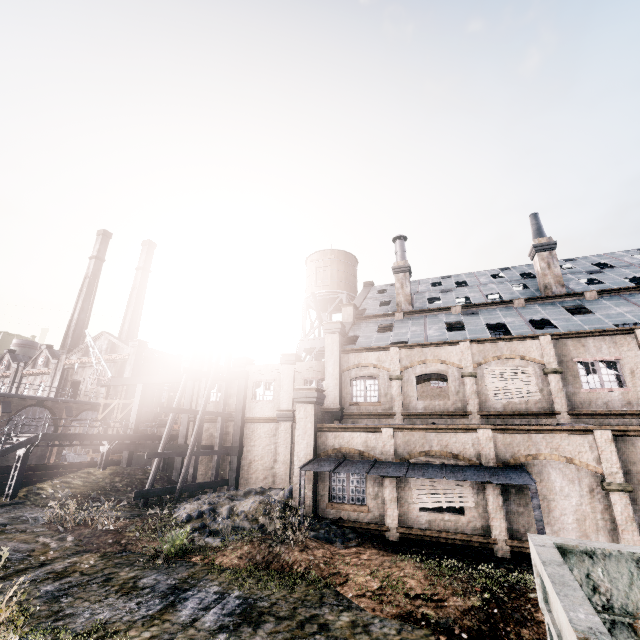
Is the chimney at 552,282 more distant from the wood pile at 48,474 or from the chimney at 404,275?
the wood pile at 48,474

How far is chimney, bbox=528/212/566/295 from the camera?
24.5 meters

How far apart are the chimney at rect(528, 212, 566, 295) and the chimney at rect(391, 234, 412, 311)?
9.5 meters

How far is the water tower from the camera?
38.0 meters

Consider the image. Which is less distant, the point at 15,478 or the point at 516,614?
the point at 516,614

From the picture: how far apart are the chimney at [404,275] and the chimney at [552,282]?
9.5m

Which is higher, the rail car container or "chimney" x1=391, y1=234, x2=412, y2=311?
"chimney" x1=391, y1=234, x2=412, y2=311

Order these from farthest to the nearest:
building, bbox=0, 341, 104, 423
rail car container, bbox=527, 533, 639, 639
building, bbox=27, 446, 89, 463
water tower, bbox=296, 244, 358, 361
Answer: water tower, bbox=296, 244, 358, 361, building, bbox=27, 446, 89, 463, building, bbox=0, 341, 104, 423, rail car container, bbox=527, 533, 639, 639
